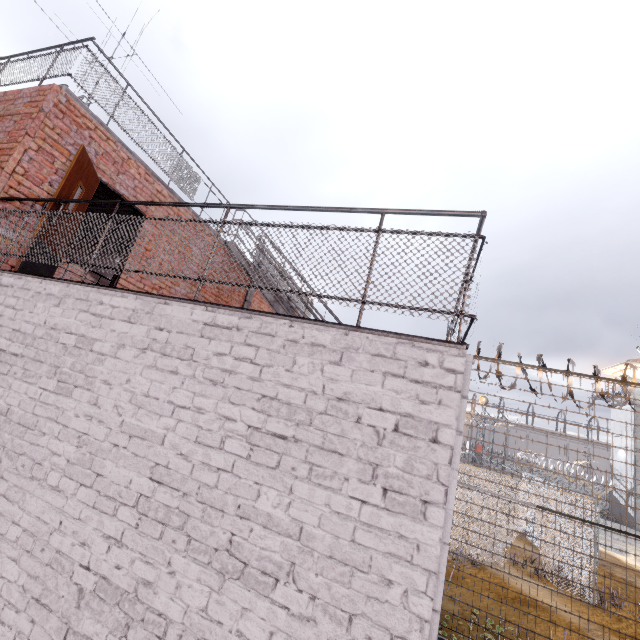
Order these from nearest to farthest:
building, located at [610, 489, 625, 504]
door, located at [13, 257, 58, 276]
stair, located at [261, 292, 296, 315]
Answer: door, located at [13, 257, 58, 276] < stair, located at [261, 292, 296, 315] < building, located at [610, 489, 625, 504]

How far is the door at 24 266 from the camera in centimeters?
419cm

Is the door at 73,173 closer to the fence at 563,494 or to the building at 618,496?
the fence at 563,494

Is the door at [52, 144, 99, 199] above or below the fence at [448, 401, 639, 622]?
above

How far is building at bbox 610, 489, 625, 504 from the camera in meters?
29.5 m

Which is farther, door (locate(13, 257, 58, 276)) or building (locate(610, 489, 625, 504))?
building (locate(610, 489, 625, 504))

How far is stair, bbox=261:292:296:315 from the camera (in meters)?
7.67

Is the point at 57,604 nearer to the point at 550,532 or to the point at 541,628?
the point at 541,628
